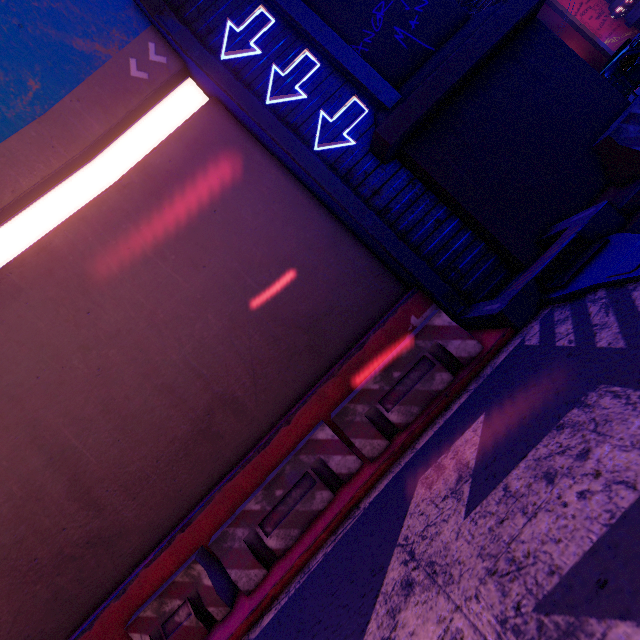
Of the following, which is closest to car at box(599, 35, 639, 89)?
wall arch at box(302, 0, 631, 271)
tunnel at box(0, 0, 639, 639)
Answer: wall arch at box(302, 0, 631, 271)

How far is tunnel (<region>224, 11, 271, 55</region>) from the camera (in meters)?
6.88

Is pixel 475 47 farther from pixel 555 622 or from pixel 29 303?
pixel 29 303

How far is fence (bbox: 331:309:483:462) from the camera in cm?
491

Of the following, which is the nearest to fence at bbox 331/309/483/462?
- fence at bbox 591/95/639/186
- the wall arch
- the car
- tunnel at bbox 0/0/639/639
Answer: tunnel at bbox 0/0/639/639

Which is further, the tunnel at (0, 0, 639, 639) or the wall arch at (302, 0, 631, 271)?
the wall arch at (302, 0, 631, 271)

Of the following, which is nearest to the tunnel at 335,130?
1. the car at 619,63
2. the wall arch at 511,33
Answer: the wall arch at 511,33

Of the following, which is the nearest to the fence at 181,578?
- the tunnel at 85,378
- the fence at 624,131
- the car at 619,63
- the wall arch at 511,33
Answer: the tunnel at 85,378
